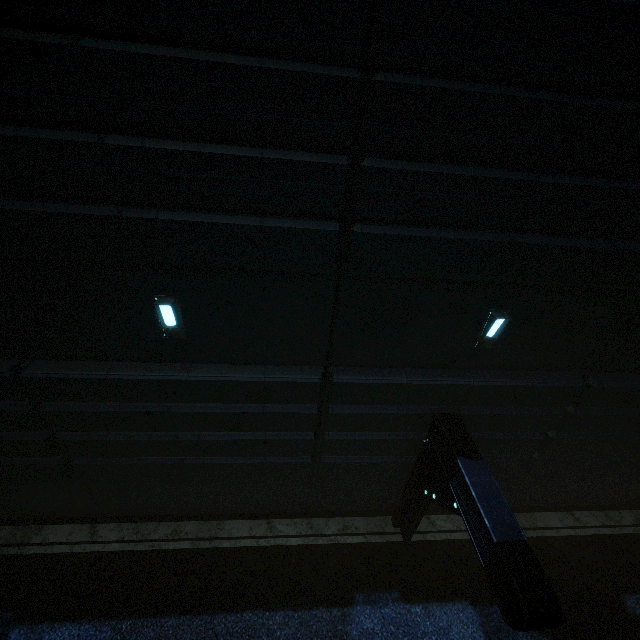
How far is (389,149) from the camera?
4.4m
